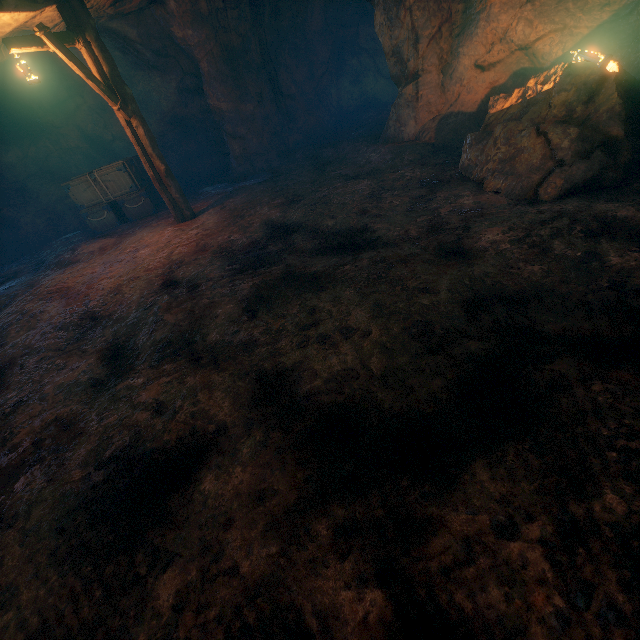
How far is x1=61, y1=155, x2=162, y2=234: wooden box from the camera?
10.18m

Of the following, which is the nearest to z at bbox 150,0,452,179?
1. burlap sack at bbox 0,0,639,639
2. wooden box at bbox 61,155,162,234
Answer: burlap sack at bbox 0,0,639,639

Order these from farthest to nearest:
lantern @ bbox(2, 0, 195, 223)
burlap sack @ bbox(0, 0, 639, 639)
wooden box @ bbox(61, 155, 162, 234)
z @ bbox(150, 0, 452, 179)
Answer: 1. wooden box @ bbox(61, 155, 162, 234)
2. z @ bbox(150, 0, 452, 179)
3. lantern @ bbox(2, 0, 195, 223)
4. burlap sack @ bbox(0, 0, 639, 639)

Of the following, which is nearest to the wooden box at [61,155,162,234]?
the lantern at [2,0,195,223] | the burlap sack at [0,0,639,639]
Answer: the burlap sack at [0,0,639,639]

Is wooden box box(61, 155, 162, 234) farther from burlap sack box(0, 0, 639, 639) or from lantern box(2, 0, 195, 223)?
lantern box(2, 0, 195, 223)

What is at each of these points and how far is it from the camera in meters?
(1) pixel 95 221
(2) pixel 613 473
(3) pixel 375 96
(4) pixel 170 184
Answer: (1) wooden box, 10.9 m
(2) burlap sack, 1.7 m
(3) z, 16.1 m
(4) lantern, 8.4 m

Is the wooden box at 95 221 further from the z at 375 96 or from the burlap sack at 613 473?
the z at 375 96

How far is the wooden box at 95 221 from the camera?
10.2m
